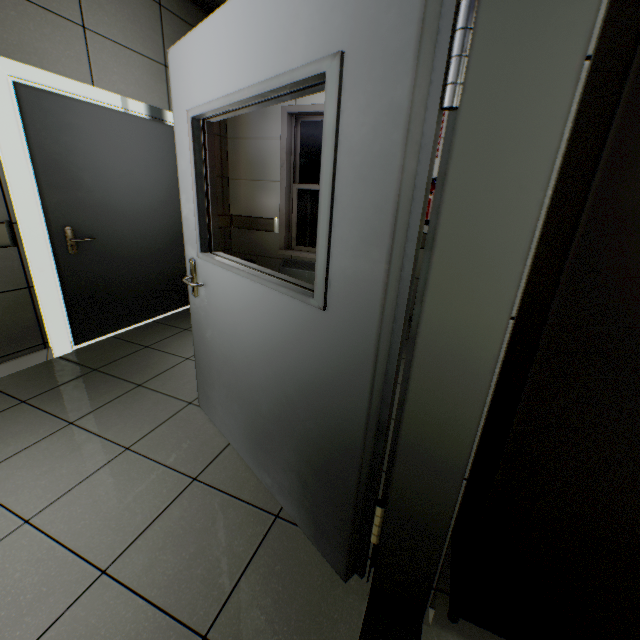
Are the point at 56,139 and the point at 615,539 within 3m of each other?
no

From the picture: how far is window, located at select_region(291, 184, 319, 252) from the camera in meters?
4.2 m

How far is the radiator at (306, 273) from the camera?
4.26m

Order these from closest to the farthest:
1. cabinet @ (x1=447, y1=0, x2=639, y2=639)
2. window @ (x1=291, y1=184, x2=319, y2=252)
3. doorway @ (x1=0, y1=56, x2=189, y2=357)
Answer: cabinet @ (x1=447, y1=0, x2=639, y2=639) < doorway @ (x1=0, y1=56, x2=189, y2=357) < window @ (x1=291, y1=184, x2=319, y2=252)

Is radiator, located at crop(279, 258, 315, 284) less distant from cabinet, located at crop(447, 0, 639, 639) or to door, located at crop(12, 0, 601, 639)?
door, located at crop(12, 0, 601, 639)

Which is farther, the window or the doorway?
the window

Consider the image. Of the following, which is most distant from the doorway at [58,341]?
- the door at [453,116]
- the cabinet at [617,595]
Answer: the cabinet at [617,595]

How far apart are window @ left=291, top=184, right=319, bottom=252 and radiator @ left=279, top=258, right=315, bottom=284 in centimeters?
15cm
